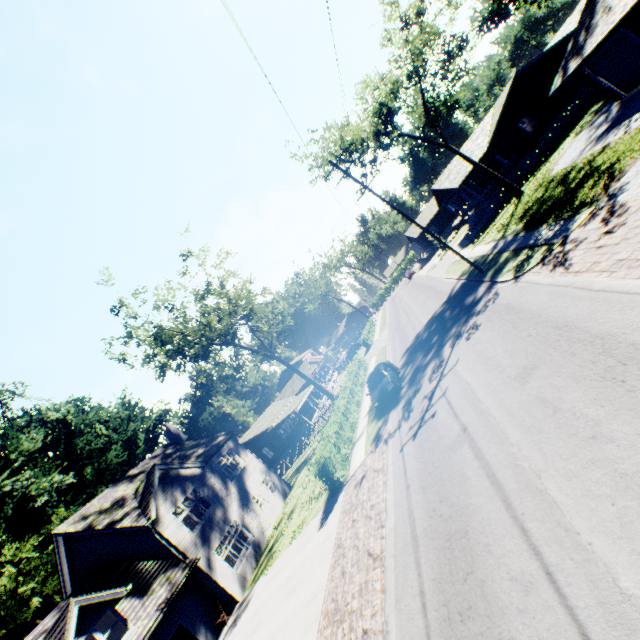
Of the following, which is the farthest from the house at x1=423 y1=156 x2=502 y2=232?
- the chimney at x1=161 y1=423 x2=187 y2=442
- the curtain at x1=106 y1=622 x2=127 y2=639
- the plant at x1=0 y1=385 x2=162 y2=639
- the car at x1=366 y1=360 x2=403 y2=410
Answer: the plant at x1=0 y1=385 x2=162 y2=639

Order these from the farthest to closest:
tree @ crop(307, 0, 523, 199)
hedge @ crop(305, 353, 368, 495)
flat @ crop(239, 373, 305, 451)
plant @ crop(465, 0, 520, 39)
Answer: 1. flat @ crop(239, 373, 305, 451)
2. plant @ crop(465, 0, 520, 39)
3. tree @ crop(307, 0, 523, 199)
4. hedge @ crop(305, 353, 368, 495)

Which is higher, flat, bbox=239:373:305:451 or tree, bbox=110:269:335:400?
tree, bbox=110:269:335:400

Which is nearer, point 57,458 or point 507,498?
point 507,498

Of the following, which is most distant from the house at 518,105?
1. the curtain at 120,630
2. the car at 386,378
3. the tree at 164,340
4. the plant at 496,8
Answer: the curtain at 120,630

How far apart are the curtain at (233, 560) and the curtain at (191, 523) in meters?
1.7 m

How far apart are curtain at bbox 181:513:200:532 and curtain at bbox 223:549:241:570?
1.71m

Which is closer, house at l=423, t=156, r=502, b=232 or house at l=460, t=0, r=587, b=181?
house at l=460, t=0, r=587, b=181
